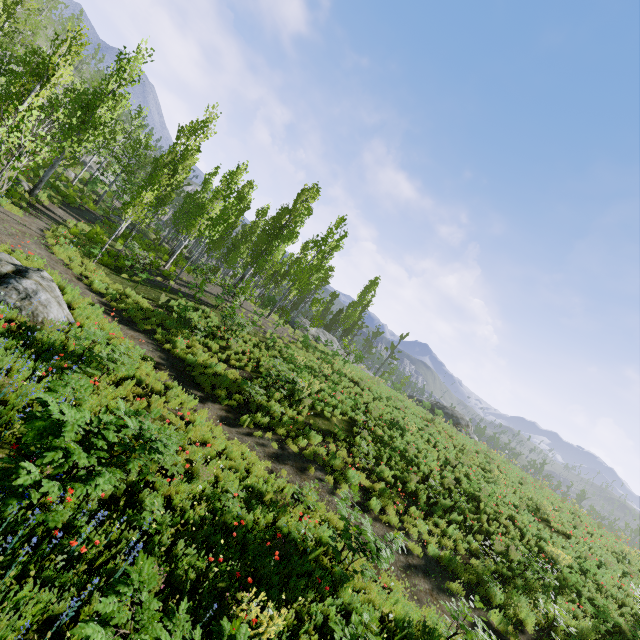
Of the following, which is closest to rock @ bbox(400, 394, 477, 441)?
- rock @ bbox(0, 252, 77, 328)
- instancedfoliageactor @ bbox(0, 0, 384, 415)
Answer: instancedfoliageactor @ bbox(0, 0, 384, 415)

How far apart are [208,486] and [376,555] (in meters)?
4.11

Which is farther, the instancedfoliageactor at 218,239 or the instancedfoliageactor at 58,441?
the instancedfoliageactor at 218,239

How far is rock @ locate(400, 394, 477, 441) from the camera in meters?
24.5

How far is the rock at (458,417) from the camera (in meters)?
24.51

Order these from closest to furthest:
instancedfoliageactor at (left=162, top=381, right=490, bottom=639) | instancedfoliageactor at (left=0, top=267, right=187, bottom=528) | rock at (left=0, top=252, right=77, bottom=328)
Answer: instancedfoliageactor at (left=0, top=267, right=187, bottom=528) < instancedfoliageactor at (left=162, top=381, right=490, bottom=639) < rock at (left=0, top=252, right=77, bottom=328)

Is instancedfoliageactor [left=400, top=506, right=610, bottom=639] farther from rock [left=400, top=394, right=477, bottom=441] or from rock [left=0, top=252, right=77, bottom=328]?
rock [left=400, top=394, right=477, bottom=441]
